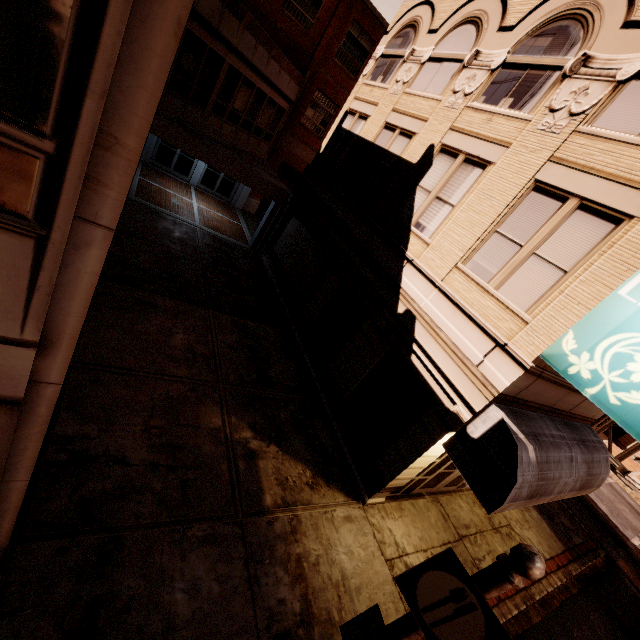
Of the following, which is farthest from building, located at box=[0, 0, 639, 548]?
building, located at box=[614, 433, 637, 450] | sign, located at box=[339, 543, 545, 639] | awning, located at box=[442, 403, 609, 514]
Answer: building, located at box=[614, 433, 637, 450]

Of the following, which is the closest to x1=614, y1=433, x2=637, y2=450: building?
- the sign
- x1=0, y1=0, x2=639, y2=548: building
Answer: x1=0, y1=0, x2=639, y2=548: building

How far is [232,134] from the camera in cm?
1750

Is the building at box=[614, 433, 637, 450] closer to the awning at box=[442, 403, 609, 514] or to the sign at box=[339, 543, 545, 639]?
the awning at box=[442, 403, 609, 514]

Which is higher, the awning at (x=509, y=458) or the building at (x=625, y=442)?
the awning at (x=509, y=458)

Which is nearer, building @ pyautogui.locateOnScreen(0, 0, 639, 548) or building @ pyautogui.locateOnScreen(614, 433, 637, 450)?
building @ pyautogui.locateOnScreen(0, 0, 639, 548)

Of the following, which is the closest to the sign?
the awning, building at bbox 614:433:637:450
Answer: the awning

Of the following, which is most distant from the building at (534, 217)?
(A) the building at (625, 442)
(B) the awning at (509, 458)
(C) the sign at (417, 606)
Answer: (A) the building at (625, 442)
